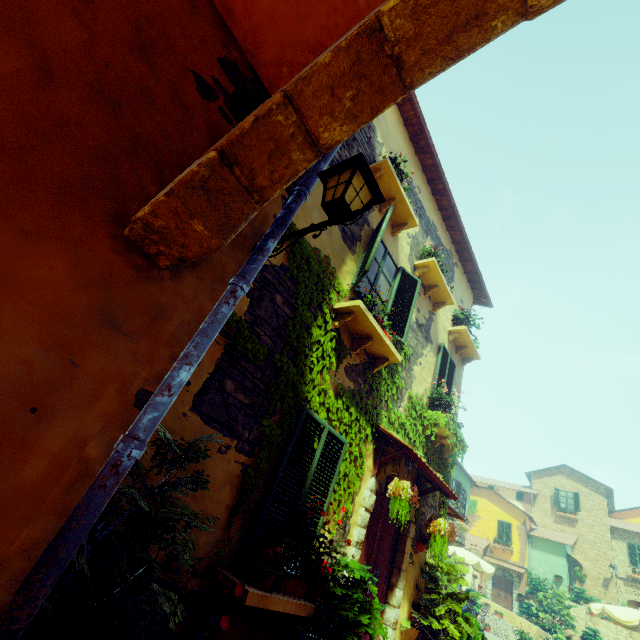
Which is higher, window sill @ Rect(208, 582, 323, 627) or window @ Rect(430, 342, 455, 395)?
window @ Rect(430, 342, 455, 395)

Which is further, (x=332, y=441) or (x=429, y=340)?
(x=429, y=340)

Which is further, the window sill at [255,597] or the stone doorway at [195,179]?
the window sill at [255,597]

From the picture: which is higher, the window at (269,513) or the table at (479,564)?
the table at (479,564)

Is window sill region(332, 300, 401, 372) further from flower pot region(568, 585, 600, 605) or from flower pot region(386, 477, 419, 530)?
flower pot region(568, 585, 600, 605)

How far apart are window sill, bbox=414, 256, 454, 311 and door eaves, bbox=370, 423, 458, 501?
3.6 meters

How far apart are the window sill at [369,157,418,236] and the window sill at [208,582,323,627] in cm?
585

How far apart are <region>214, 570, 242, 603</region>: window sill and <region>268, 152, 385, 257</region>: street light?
2.9m
